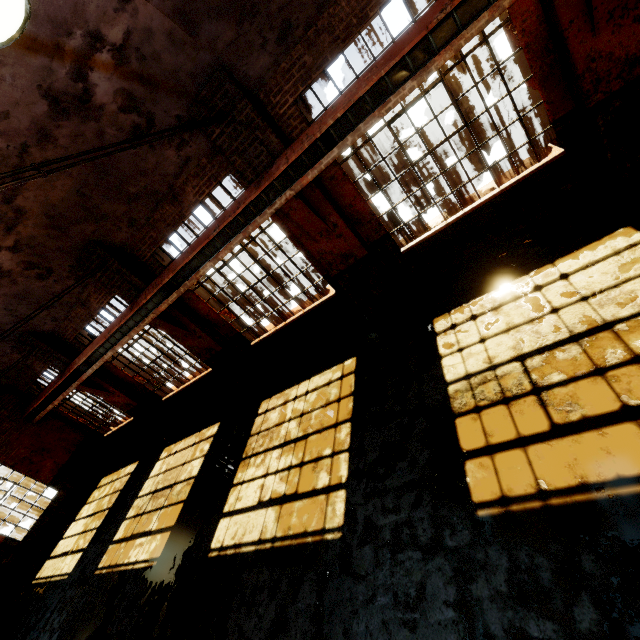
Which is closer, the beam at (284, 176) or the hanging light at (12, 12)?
the hanging light at (12, 12)

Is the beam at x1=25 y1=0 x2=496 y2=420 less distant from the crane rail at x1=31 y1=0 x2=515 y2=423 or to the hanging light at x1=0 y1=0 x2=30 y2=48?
the crane rail at x1=31 y1=0 x2=515 y2=423

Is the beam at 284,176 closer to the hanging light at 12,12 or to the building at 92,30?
the building at 92,30

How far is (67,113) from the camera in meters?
4.9 m

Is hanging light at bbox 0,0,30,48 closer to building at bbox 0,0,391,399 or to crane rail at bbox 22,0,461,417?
building at bbox 0,0,391,399

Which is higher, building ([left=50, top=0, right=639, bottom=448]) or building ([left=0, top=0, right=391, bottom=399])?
building ([left=0, top=0, right=391, bottom=399])

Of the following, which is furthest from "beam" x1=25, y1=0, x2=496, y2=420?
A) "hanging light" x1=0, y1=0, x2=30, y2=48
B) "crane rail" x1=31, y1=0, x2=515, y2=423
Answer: "hanging light" x1=0, y1=0, x2=30, y2=48
